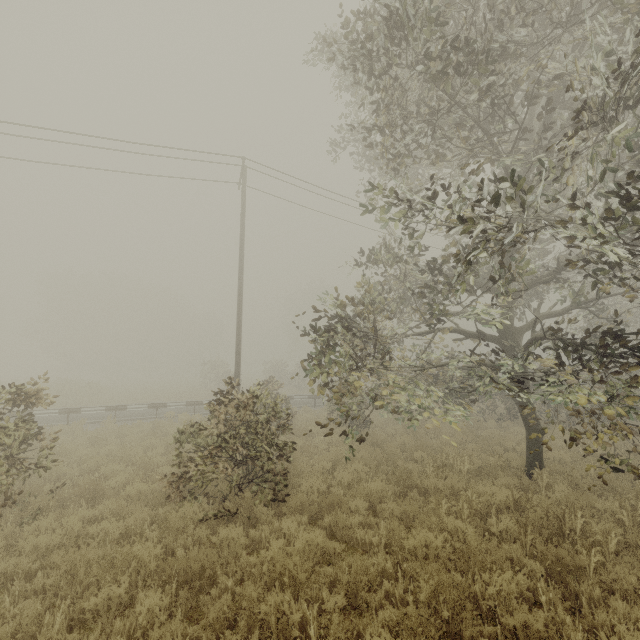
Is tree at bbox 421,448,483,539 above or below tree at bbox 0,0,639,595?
below

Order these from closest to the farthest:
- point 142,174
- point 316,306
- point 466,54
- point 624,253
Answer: point 624,253 < point 466,54 < point 142,174 < point 316,306

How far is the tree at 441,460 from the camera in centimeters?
597cm

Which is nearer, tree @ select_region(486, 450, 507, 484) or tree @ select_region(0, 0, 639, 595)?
tree @ select_region(0, 0, 639, 595)

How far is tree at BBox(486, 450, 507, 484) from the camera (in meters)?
8.46

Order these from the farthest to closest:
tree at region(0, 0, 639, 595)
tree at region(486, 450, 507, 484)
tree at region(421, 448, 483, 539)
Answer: tree at region(486, 450, 507, 484)
tree at region(421, 448, 483, 539)
tree at region(0, 0, 639, 595)

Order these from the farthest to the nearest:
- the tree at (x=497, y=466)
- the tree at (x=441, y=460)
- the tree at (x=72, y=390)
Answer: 1. the tree at (x=497, y=466)
2. the tree at (x=441, y=460)
3. the tree at (x=72, y=390)
